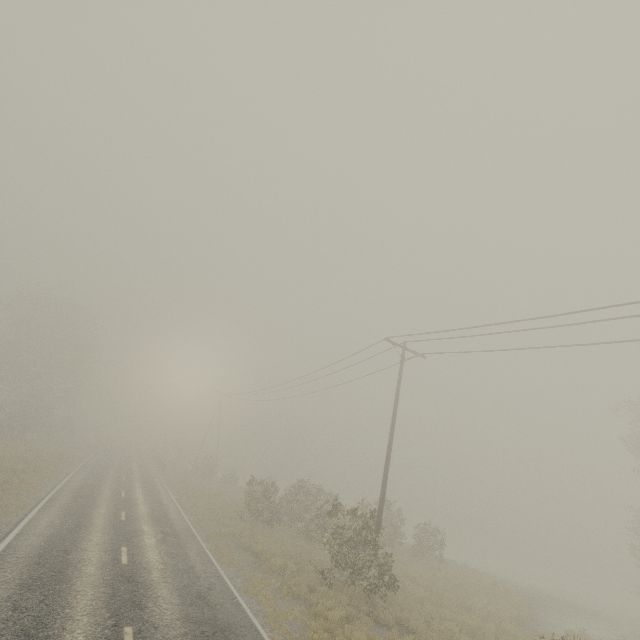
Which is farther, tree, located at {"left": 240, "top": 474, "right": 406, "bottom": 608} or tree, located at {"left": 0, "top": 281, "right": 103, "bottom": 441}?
tree, located at {"left": 0, "top": 281, "right": 103, "bottom": 441}

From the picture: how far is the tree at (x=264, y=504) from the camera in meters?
13.8

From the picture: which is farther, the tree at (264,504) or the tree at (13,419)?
the tree at (13,419)

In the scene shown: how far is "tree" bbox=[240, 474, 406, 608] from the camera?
13.8m

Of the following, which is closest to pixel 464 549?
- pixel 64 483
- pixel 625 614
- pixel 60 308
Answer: pixel 625 614
